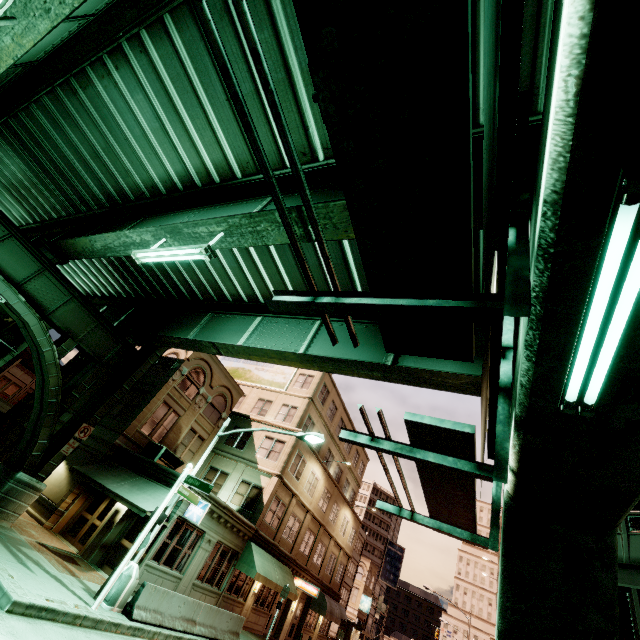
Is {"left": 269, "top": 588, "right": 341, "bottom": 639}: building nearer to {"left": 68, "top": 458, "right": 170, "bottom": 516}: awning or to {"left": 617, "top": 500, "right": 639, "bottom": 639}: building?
{"left": 68, "top": 458, "right": 170, "bottom": 516}: awning

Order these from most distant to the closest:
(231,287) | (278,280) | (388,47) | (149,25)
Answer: (231,287) → (278,280) → (149,25) → (388,47)

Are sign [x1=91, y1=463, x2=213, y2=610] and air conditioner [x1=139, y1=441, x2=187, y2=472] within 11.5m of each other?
yes

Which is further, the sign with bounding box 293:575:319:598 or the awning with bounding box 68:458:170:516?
the sign with bounding box 293:575:319:598

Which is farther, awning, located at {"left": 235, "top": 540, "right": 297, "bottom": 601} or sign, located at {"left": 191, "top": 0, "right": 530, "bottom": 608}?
awning, located at {"left": 235, "top": 540, "right": 297, "bottom": 601}

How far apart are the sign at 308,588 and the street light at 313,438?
17.7m

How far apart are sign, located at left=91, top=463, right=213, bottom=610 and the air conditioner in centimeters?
743cm

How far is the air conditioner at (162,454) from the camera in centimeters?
1972cm
